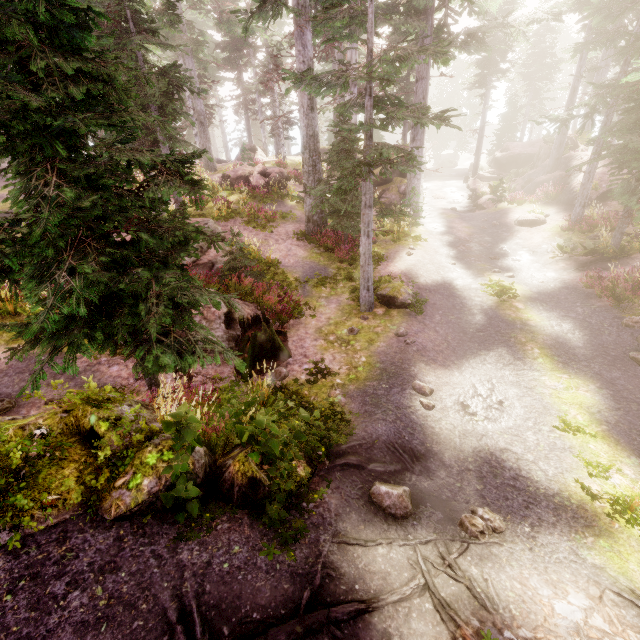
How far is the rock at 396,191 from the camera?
22.75m

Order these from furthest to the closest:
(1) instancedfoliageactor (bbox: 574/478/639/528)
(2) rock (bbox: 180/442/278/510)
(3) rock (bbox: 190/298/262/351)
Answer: (3) rock (bbox: 190/298/262/351) → (1) instancedfoliageactor (bbox: 574/478/639/528) → (2) rock (bbox: 180/442/278/510)

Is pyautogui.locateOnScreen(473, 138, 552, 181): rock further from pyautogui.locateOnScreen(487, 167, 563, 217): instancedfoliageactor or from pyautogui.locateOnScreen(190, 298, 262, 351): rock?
pyautogui.locateOnScreen(190, 298, 262, 351): rock

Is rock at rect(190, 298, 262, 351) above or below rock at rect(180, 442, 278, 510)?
below

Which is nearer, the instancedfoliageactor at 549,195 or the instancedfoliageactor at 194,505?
the instancedfoliageactor at 194,505

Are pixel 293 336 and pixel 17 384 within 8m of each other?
yes

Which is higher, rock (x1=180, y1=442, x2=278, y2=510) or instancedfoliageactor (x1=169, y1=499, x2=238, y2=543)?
instancedfoliageactor (x1=169, y1=499, x2=238, y2=543)

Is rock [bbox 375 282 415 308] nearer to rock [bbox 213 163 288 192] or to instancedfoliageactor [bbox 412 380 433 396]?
instancedfoliageactor [bbox 412 380 433 396]
